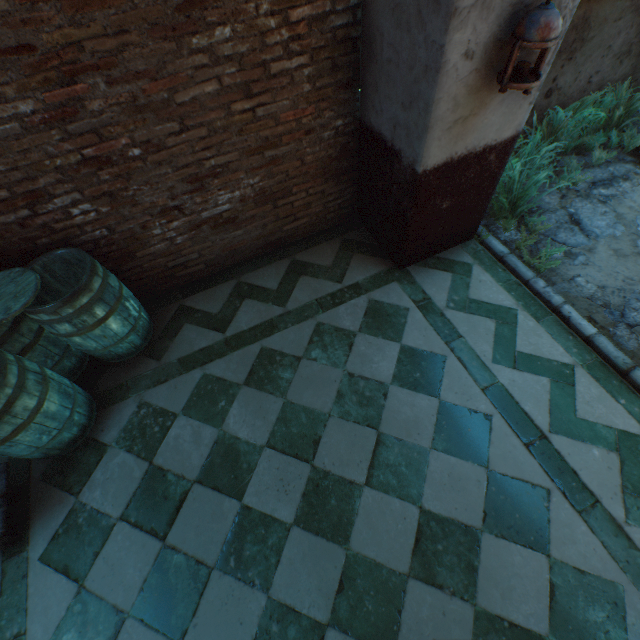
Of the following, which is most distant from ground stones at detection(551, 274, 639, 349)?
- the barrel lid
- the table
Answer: the table

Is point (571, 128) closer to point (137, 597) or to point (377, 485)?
point (377, 485)

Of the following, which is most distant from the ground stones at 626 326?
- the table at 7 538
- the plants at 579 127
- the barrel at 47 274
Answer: the table at 7 538

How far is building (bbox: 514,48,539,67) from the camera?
2.1 meters

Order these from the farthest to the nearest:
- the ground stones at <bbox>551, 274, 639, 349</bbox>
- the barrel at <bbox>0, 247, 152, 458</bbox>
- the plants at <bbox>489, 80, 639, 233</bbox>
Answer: the plants at <bbox>489, 80, 639, 233</bbox> < the ground stones at <bbox>551, 274, 639, 349</bbox> < the barrel at <bbox>0, 247, 152, 458</bbox>

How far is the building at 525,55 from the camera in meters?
2.1 m

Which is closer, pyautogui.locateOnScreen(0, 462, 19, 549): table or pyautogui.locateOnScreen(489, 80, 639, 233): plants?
pyautogui.locateOnScreen(0, 462, 19, 549): table

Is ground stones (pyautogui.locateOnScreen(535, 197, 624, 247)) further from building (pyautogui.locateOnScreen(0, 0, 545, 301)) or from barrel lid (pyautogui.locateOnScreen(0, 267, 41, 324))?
barrel lid (pyautogui.locateOnScreen(0, 267, 41, 324))
